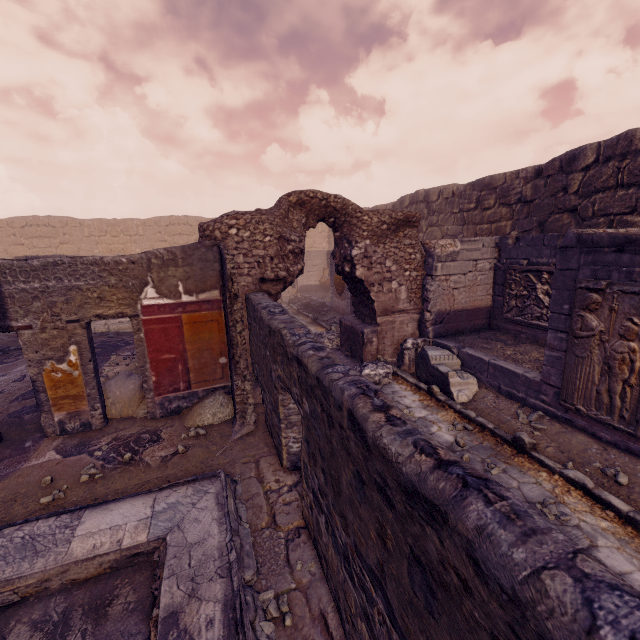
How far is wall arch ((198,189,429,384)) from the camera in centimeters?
640cm

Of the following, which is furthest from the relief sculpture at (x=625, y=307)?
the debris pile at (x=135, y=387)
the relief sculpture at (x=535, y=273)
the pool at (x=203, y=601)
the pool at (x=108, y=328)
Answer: the pool at (x=108, y=328)

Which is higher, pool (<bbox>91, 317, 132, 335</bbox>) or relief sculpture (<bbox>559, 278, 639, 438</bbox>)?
relief sculpture (<bbox>559, 278, 639, 438</bbox>)

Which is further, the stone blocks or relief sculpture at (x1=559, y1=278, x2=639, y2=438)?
the stone blocks

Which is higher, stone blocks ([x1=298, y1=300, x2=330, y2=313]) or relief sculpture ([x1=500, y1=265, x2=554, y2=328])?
relief sculpture ([x1=500, y1=265, x2=554, y2=328])

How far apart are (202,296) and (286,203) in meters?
2.8

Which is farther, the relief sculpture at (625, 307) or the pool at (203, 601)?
the relief sculpture at (625, 307)

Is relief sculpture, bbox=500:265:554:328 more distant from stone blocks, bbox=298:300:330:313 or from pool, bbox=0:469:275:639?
stone blocks, bbox=298:300:330:313
